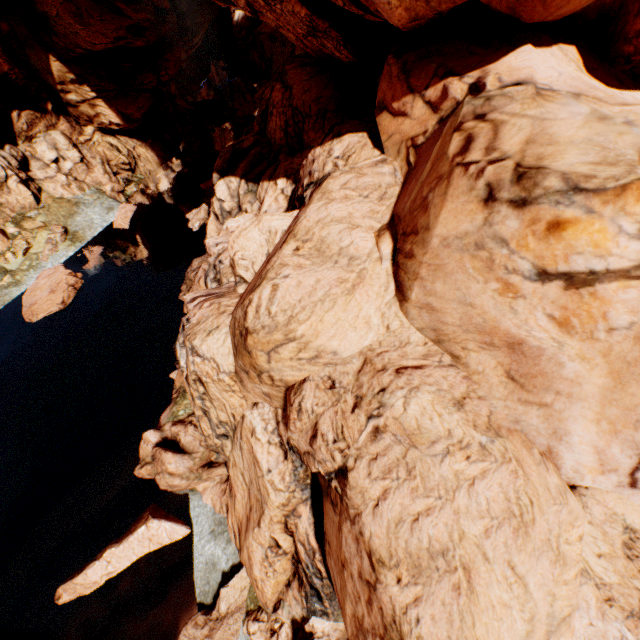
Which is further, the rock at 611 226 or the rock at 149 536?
the rock at 149 536

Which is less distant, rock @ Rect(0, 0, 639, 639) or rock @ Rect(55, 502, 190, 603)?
rock @ Rect(0, 0, 639, 639)

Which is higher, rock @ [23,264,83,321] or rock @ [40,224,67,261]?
rock @ [40,224,67,261]

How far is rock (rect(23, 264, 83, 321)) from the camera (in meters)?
21.45

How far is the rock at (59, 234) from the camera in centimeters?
2531cm

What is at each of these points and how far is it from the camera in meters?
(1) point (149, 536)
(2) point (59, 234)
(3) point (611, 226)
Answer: (1) rock, 12.1
(2) rock, 25.8
(3) rock, 4.7
